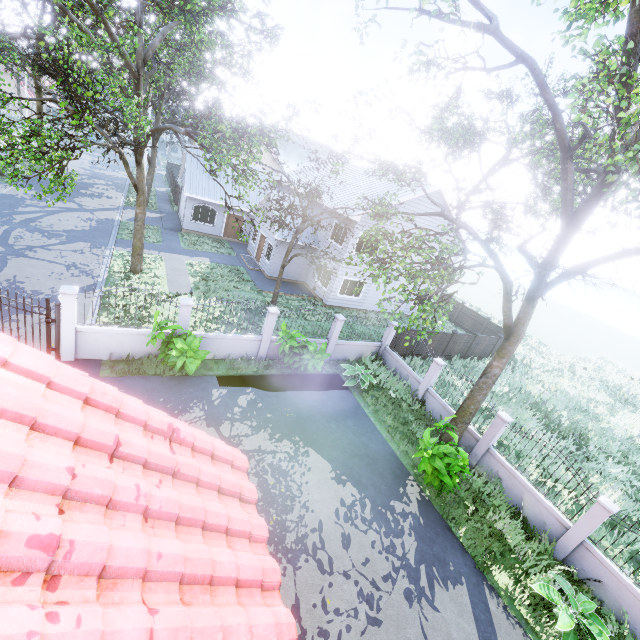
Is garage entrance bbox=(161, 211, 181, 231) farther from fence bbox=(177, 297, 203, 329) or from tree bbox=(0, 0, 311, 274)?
fence bbox=(177, 297, 203, 329)

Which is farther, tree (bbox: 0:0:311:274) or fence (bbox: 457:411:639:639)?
tree (bbox: 0:0:311:274)

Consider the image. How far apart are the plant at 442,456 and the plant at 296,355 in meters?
4.5

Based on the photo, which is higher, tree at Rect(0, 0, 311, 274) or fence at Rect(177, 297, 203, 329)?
tree at Rect(0, 0, 311, 274)

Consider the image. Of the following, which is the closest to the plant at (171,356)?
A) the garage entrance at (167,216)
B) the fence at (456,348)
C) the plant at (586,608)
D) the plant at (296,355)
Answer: the plant at (296,355)

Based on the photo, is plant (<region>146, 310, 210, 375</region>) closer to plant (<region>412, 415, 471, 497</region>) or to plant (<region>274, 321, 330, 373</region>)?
plant (<region>274, 321, 330, 373</region>)

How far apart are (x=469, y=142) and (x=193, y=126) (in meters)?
30.91

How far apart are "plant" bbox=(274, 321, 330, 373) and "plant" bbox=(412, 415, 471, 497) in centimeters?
452cm
